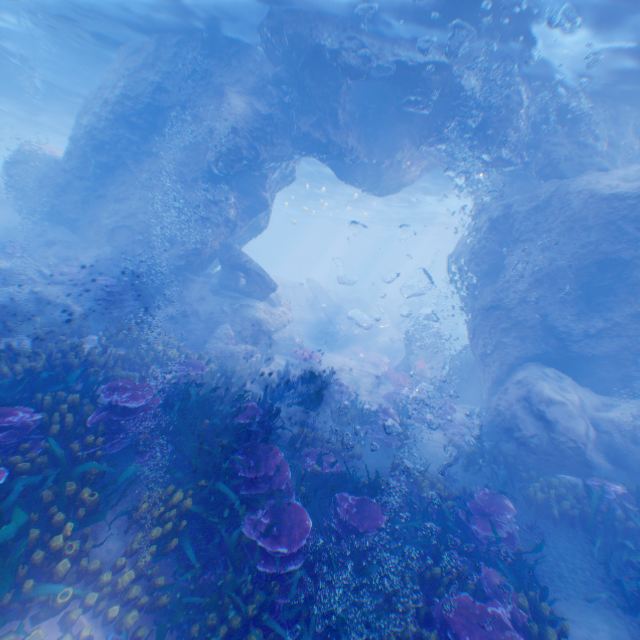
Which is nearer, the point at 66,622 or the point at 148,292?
the point at 66,622

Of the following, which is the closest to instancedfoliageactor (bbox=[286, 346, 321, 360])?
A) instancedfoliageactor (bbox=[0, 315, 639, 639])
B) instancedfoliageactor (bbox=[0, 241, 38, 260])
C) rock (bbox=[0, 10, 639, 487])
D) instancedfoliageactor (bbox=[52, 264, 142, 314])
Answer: rock (bbox=[0, 10, 639, 487])

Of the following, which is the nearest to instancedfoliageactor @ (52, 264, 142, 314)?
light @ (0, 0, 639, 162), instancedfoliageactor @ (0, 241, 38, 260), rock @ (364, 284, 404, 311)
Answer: instancedfoliageactor @ (0, 241, 38, 260)

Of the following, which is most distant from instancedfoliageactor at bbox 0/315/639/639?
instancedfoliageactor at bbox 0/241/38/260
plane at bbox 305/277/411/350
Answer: plane at bbox 305/277/411/350

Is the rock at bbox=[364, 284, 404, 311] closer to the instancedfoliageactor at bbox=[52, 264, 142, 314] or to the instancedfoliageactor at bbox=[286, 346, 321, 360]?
the instancedfoliageactor at bbox=[286, 346, 321, 360]

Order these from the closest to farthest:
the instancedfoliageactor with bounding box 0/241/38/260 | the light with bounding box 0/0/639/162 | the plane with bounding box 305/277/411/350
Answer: the light with bounding box 0/0/639/162 < the instancedfoliageactor with bounding box 0/241/38/260 < the plane with bounding box 305/277/411/350

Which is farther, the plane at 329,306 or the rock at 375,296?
the rock at 375,296

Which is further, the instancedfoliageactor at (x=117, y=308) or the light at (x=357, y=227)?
the light at (x=357, y=227)
